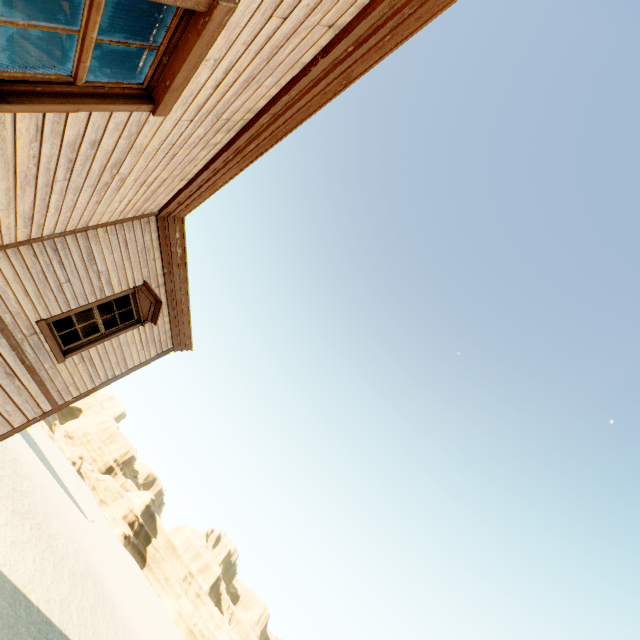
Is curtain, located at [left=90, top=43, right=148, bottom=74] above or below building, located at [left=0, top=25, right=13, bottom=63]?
below

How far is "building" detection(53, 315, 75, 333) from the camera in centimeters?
883cm

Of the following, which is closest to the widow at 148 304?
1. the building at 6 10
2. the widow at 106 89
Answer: the building at 6 10

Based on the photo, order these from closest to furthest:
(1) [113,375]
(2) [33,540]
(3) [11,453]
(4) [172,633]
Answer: (1) [113,375]
(2) [33,540]
(3) [11,453]
(4) [172,633]

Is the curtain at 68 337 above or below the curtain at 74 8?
below

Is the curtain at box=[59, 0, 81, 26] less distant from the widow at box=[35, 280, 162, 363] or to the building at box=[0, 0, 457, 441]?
the building at box=[0, 0, 457, 441]

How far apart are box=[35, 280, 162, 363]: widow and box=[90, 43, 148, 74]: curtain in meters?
5.3
